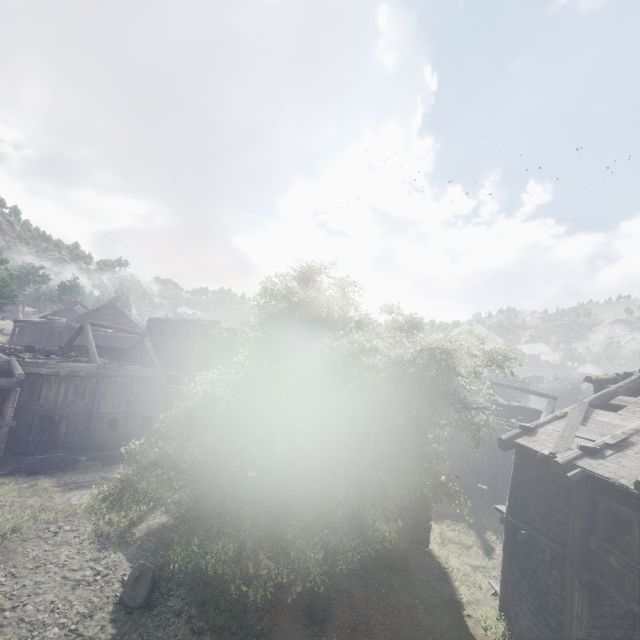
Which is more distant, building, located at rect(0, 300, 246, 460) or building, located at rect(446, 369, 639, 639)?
building, located at rect(0, 300, 246, 460)

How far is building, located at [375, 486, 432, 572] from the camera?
13.92m

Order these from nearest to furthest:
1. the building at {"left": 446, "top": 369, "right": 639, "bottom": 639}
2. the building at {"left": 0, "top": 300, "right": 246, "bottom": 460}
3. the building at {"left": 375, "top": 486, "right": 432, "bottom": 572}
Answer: the building at {"left": 446, "top": 369, "right": 639, "bottom": 639} → the building at {"left": 375, "top": 486, "right": 432, "bottom": 572} → the building at {"left": 0, "top": 300, "right": 246, "bottom": 460}

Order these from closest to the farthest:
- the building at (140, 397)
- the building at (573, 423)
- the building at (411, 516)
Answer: the building at (573, 423) → the building at (411, 516) → the building at (140, 397)

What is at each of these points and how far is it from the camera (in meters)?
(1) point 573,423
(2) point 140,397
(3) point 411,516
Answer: (1) building, 11.05
(2) building, 25.23
(3) building, 16.86

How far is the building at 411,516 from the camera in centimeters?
1392cm
